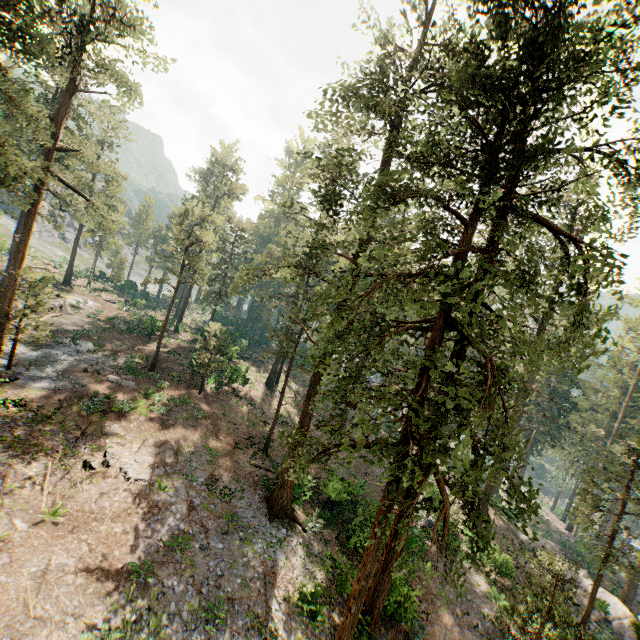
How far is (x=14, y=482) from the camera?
13.61m

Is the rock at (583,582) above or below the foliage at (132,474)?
below

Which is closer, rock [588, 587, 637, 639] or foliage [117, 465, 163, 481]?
foliage [117, 465, 163, 481]

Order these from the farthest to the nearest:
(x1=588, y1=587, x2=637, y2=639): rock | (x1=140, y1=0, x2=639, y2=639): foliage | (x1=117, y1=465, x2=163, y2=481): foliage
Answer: (x1=588, y1=587, x2=637, y2=639): rock < (x1=117, y1=465, x2=163, y2=481): foliage < (x1=140, y1=0, x2=639, y2=639): foliage

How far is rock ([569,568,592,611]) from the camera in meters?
24.8 m

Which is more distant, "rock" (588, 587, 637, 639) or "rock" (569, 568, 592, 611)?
"rock" (569, 568, 592, 611)

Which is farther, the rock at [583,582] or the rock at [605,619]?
the rock at [583,582]
